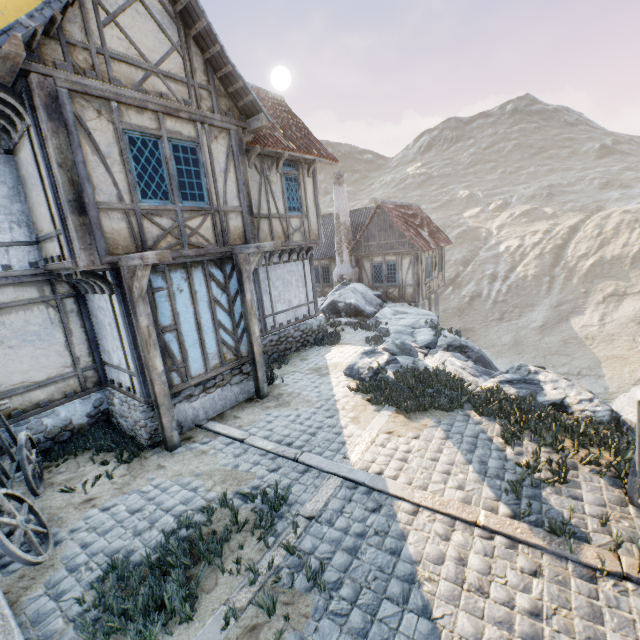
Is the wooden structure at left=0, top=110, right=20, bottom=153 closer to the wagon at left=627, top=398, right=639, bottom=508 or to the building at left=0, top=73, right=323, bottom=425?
the building at left=0, top=73, right=323, bottom=425

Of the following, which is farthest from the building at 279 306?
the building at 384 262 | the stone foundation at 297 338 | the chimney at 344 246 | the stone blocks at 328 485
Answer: the building at 384 262

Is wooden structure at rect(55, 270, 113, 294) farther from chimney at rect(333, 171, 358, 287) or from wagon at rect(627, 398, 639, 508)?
chimney at rect(333, 171, 358, 287)

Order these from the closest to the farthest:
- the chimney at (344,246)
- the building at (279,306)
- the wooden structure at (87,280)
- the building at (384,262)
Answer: the wooden structure at (87,280) → the building at (279,306) → the building at (384,262) → the chimney at (344,246)

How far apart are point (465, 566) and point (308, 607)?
1.9m

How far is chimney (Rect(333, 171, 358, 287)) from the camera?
19.7m

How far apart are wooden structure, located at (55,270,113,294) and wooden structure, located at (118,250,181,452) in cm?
88

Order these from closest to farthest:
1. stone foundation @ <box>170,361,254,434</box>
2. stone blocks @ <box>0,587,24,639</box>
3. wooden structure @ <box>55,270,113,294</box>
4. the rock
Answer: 1. stone blocks @ <box>0,587,24,639</box>
2. wooden structure @ <box>55,270,113,294</box>
3. the rock
4. stone foundation @ <box>170,361,254,434</box>
